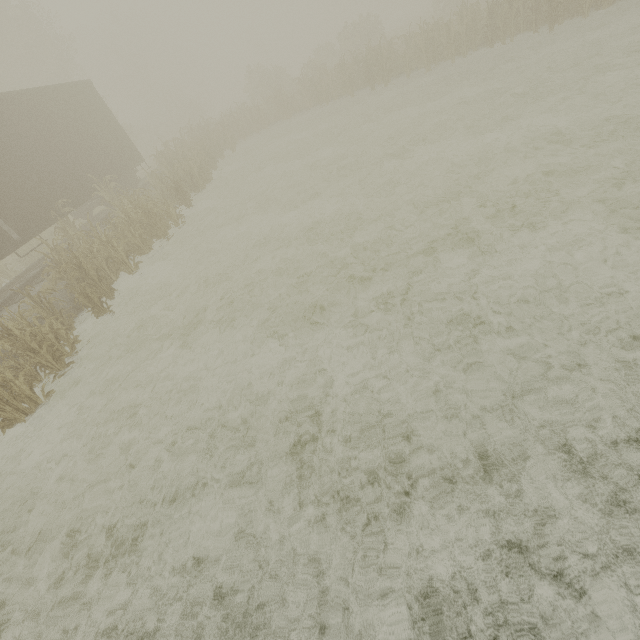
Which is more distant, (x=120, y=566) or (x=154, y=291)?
(x=154, y=291)
